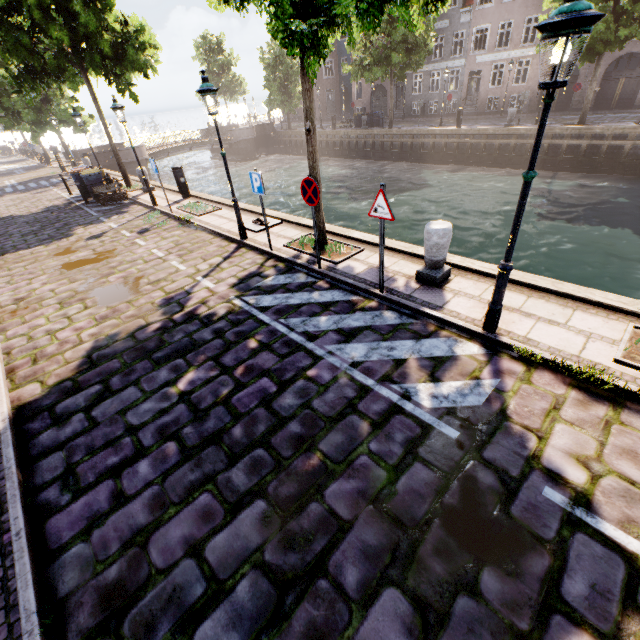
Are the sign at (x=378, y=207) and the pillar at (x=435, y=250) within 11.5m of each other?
yes

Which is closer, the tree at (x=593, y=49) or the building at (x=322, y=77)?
the tree at (x=593, y=49)

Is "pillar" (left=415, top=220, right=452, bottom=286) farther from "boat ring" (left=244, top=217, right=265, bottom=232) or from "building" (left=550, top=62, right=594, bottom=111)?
"building" (left=550, top=62, right=594, bottom=111)

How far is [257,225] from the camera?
10.0m

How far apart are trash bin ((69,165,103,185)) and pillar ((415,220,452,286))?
17.21m

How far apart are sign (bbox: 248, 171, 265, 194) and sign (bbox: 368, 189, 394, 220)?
3.1 meters

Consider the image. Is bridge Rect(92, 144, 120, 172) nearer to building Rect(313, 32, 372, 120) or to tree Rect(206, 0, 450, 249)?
tree Rect(206, 0, 450, 249)

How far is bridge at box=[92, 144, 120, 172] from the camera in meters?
28.2 m
